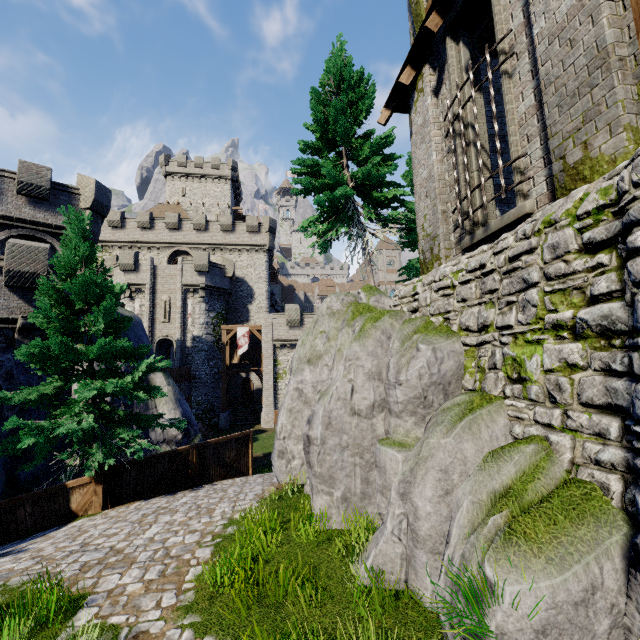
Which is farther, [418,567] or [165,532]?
[165,532]

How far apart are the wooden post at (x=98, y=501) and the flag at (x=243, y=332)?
21.2 meters

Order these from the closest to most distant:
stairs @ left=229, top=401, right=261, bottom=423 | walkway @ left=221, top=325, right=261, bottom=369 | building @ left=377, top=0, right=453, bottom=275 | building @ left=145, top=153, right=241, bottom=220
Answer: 1. building @ left=377, top=0, right=453, bottom=275
2. walkway @ left=221, top=325, right=261, bottom=369
3. stairs @ left=229, top=401, right=261, bottom=423
4. building @ left=145, top=153, right=241, bottom=220

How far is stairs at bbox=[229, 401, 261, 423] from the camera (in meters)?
33.07

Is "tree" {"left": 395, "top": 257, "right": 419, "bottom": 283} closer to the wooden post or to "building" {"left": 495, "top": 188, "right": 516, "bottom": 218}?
"building" {"left": 495, "top": 188, "right": 516, "bottom": 218}

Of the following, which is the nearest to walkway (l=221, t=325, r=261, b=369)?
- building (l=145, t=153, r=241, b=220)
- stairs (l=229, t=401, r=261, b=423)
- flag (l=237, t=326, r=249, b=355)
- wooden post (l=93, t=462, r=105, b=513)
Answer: flag (l=237, t=326, r=249, b=355)

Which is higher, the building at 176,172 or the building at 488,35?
the building at 176,172

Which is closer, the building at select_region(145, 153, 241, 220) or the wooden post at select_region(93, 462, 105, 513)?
the wooden post at select_region(93, 462, 105, 513)
